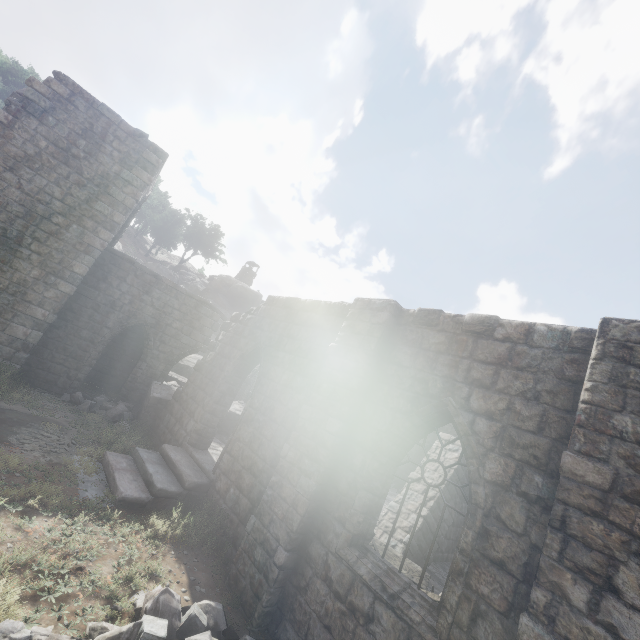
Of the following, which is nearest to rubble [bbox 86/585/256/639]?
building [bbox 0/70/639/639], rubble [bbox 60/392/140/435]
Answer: building [bbox 0/70/639/639]

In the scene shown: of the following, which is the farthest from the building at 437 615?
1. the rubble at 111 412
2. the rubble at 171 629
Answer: the rubble at 171 629

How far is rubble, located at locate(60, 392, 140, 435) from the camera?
12.1 meters

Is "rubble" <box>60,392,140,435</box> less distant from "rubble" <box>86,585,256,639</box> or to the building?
the building

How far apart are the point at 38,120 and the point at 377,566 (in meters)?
16.93

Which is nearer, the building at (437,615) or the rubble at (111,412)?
the building at (437,615)
